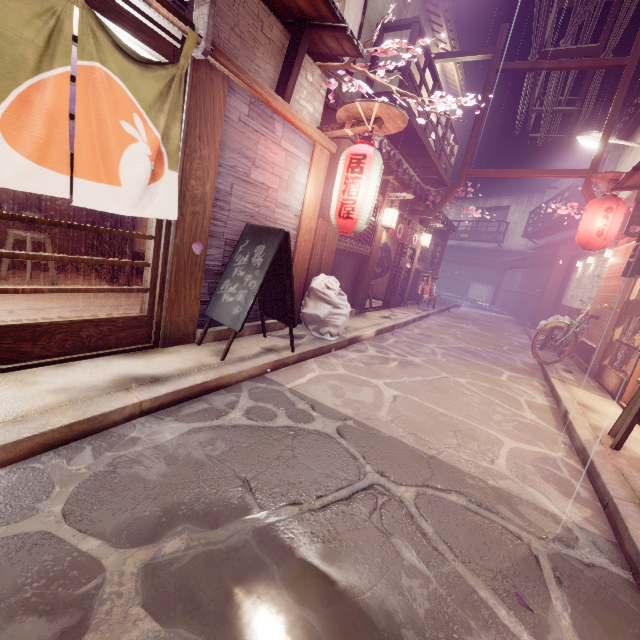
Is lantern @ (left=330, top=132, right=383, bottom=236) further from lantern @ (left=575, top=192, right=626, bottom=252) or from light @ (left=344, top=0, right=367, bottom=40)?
lantern @ (left=575, top=192, right=626, bottom=252)

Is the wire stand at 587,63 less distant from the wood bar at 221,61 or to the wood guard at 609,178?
the wood guard at 609,178

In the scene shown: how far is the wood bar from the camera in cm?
554

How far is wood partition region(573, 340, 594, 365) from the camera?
12.63m

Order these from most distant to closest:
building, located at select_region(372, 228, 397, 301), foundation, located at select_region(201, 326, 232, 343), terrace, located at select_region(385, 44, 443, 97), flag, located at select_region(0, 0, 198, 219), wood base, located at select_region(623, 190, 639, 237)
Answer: building, located at select_region(372, 228, 397, 301)
terrace, located at select_region(385, 44, 443, 97)
wood base, located at select_region(623, 190, 639, 237)
foundation, located at select_region(201, 326, 232, 343)
flag, located at select_region(0, 0, 198, 219)

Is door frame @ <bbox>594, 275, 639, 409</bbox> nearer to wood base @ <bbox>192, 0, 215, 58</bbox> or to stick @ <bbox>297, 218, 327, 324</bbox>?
stick @ <bbox>297, 218, 327, 324</bbox>

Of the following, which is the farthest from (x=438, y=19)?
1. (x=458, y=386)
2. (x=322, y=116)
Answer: (x=458, y=386)

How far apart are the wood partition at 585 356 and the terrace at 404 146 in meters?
11.2
